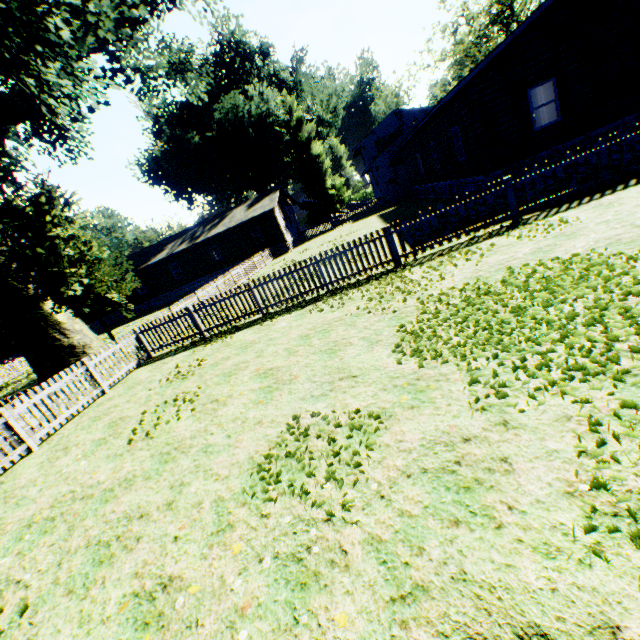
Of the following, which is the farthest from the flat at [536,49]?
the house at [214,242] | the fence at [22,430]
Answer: the house at [214,242]

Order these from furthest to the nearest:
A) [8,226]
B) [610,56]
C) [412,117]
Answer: [412,117]
[8,226]
[610,56]

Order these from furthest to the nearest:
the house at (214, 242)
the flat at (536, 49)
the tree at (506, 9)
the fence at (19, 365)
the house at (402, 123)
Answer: the tree at (506, 9), the house at (402, 123), the house at (214, 242), the fence at (19, 365), the flat at (536, 49)

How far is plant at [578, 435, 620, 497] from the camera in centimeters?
226cm

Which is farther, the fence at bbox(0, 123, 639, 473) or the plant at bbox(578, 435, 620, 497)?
the fence at bbox(0, 123, 639, 473)

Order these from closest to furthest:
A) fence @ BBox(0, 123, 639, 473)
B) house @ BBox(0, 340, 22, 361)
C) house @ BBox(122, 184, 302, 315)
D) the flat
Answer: fence @ BBox(0, 123, 639, 473), the flat, house @ BBox(122, 184, 302, 315), house @ BBox(0, 340, 22, 361)

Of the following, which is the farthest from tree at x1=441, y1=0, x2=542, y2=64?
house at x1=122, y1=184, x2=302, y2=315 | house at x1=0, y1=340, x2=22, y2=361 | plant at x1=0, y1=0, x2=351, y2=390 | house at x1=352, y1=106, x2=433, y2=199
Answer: house at x1=0, y1=340, x2=22, y2=361

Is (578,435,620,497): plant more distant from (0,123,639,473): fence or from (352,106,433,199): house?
(352,106,433,199): house
